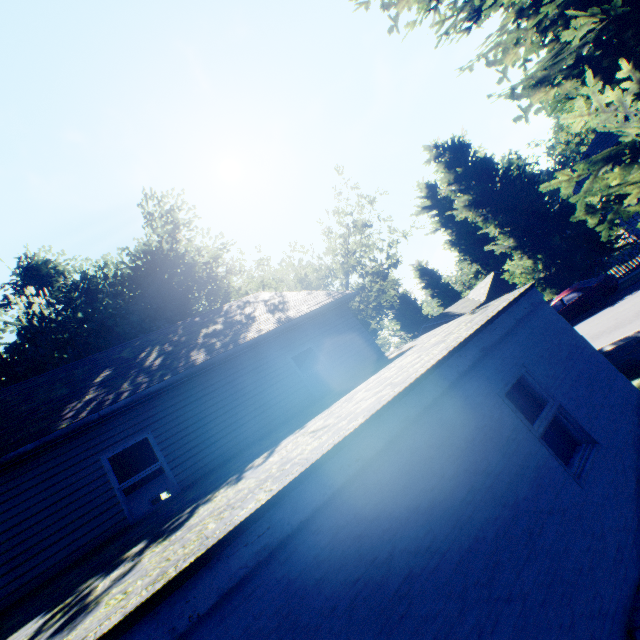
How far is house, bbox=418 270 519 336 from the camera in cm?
3731

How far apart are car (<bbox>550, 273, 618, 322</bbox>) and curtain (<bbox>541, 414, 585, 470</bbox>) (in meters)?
16.30

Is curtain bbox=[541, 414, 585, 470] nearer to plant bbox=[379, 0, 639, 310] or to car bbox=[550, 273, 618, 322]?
plant bbox=[379, 0, 639, 310]

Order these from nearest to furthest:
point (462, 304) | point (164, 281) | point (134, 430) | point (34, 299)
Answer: point (134, 430)
point (34, 299)
point (164, 281)
point (462, 304)

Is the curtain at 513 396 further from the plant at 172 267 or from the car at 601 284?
the car at 601 284

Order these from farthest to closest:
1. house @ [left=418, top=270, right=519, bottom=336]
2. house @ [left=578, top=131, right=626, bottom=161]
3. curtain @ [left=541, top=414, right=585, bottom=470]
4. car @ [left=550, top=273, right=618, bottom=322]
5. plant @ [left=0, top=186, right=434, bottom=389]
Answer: house @ [left=418, top=270, right=519, bottom=336]
house @ [left=578, top=131, right=626, bottom=161]
car @ [left=550, top=273, right=618, bottom=322]
plant @ [left=0, top=186, right=434, bottom=389]
curtain @ [left=541, top=414, right=585, bottom=470]

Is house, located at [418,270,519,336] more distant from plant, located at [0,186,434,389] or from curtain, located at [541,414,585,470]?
curtain, located at [541,414,585,470]

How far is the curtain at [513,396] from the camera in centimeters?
516cm
